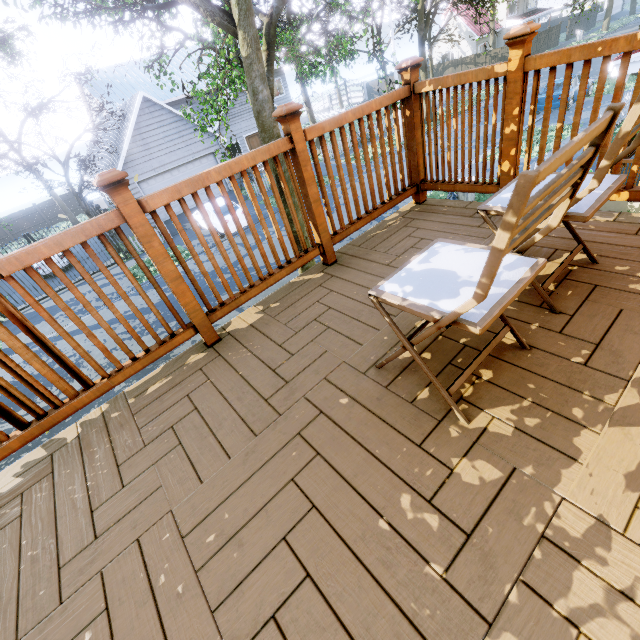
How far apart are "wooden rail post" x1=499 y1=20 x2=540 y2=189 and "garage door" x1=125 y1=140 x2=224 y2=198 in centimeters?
Answer: 2051cm

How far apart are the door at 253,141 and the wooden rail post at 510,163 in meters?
27.9

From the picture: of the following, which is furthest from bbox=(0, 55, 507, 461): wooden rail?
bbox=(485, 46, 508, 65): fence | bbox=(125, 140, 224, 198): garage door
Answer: bbox=(125, 140, 224, 198): garage door

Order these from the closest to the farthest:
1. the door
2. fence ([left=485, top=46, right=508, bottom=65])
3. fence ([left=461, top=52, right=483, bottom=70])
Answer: the door, fence ([left=485, top=46, right=508, bottom=65]), fence ([left=461, top=52, right=483, bottom=70])

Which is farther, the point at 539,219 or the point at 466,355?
the point at 466,355

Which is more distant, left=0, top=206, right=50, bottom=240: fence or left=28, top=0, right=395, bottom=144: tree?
left=0, top=206, right=50, bottom=240: fence

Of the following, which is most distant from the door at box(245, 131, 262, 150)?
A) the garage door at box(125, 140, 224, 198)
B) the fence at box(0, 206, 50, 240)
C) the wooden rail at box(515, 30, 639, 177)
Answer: the wooden rail at box(515, 30, 639, 177)

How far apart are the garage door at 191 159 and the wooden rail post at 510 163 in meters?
20.5 m
